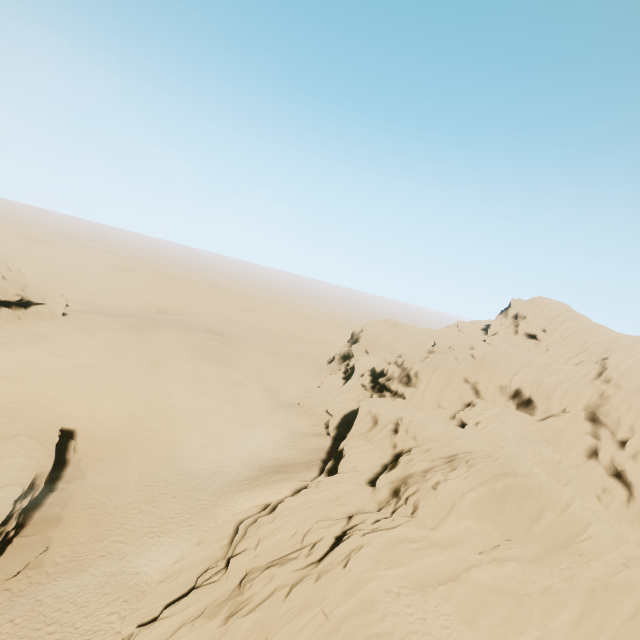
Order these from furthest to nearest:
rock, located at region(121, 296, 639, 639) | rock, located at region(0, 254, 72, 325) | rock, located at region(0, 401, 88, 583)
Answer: rock, located at region(0, 254, 72, 325), rock, located at region(0, 401, 88, 583), rock, located at region(121, 296, 639, 639)

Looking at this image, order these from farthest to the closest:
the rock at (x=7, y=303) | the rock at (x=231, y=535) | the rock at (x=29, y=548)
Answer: the rock at (x=7, y=303), the rock at (x=29, y=548), the rock at (x=231, y=535)

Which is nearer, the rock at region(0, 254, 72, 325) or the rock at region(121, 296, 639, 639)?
the rock at region(121, 296, 639, 639)

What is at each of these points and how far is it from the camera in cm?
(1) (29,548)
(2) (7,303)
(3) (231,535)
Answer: (1) rock, 2023
(2) rock, 3850
(3) rock, 2325

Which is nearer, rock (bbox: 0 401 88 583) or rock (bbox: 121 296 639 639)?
rock (bbox: 121 296 639 639)

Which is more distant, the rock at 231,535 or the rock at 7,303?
the rock at 7,303
